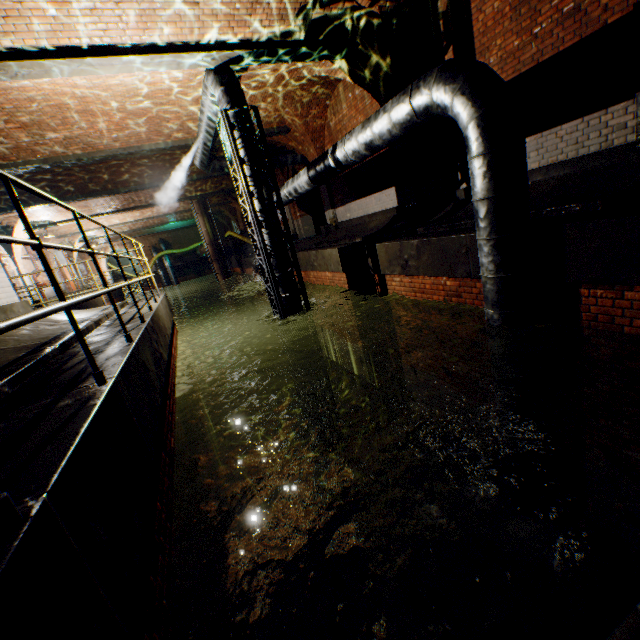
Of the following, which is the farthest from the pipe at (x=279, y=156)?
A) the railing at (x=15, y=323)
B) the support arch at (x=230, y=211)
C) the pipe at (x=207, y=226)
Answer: the support arch at (x=230, y=211)

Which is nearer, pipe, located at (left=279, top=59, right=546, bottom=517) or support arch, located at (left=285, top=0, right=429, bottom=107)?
pipe, located at (left=279, top=59, right=546, bottom=517)

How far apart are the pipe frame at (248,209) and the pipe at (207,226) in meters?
16.6 m

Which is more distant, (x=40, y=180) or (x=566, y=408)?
(x=40, y=180)

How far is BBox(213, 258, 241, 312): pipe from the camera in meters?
23.6

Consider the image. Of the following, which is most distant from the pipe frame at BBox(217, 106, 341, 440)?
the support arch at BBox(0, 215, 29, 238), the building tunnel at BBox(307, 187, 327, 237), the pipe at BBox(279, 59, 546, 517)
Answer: the support arch at BBox(0, 215, 29, 238)

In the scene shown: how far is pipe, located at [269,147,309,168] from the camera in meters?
14.3 m

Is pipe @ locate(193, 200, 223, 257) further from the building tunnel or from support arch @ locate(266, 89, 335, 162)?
support arch @ locate(266, 89, 335, 162)
